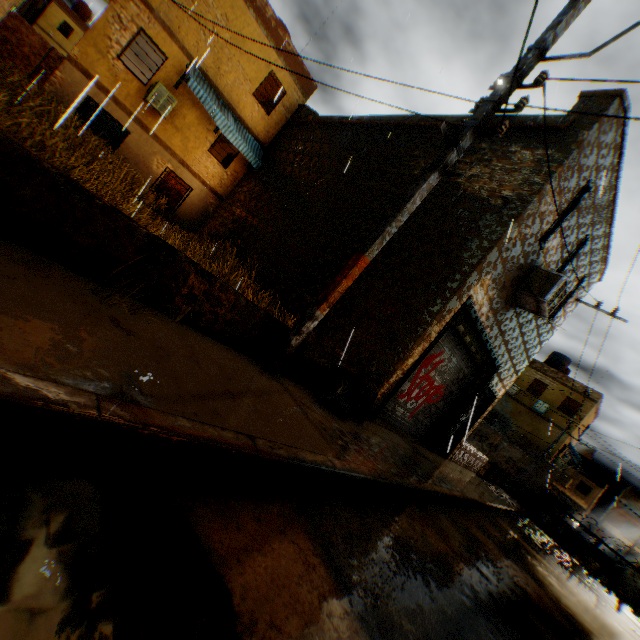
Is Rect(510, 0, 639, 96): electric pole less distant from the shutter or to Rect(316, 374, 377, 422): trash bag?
Rect(316, 374, 377, 422): trash bag

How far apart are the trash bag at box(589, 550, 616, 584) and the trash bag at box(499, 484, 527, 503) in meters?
2.9 m

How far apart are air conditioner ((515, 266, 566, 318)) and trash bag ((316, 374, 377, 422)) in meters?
2.2 m

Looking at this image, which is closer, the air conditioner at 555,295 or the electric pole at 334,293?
the electric pole at 334,293

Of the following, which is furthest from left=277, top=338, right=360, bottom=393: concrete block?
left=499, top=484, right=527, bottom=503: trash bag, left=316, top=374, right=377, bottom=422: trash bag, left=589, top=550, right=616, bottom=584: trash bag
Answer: left=589, top=550, right=616, bottom=584: trash bag

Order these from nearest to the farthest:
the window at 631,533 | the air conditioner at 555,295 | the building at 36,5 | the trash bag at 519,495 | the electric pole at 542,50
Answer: the electric pole at 542,50
the air conditioner at 555,295
the building at 36,5
the trash bag at 519,495
the window at 631,533

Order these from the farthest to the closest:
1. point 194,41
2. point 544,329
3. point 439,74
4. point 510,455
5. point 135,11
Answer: point 510,455
point 194,41
point 135,11
point 544,329
point 439,74

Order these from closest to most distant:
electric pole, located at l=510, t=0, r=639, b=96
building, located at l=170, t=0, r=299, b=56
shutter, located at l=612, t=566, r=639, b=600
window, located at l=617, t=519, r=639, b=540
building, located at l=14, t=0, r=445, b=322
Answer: electric pole, located at l=510, t=0, r=639, b=96 < building, located at l=14, t=0, r=445, b=322 < building, located at l=170, t=0, r=299, b=56 < shutter, located at l=612, t=566, r=639, b=600 < window, located at l=617, t=519, r=639, b=540
